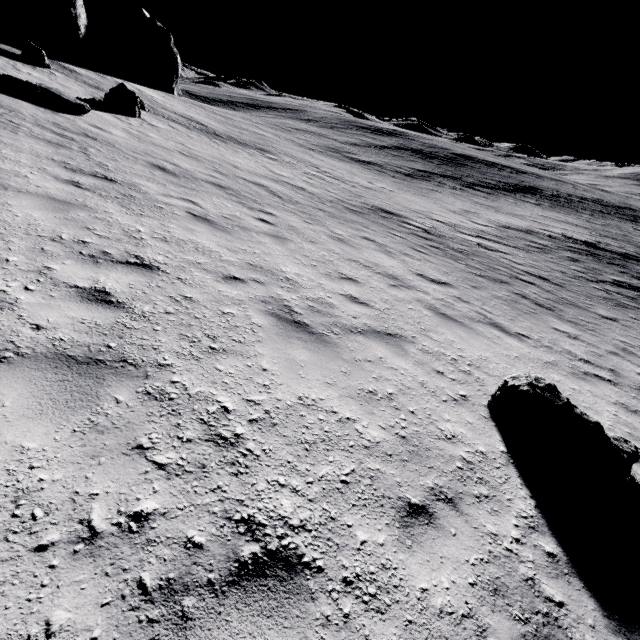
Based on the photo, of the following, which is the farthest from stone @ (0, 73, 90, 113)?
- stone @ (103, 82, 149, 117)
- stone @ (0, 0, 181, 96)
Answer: stone @ (0, 0, 181, 96)

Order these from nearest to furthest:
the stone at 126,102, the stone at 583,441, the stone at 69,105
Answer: the stone at 583,441 < the stone at 69,105 < the stone at 126,102

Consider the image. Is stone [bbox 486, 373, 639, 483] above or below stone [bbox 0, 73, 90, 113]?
below

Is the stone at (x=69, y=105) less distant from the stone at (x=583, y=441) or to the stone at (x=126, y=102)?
the stone at (x=126, y=102)

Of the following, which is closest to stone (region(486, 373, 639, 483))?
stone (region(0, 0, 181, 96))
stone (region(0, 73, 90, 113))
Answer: stone (region(0, 73, 90, 113))

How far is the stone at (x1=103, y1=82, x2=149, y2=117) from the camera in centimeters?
1534cm

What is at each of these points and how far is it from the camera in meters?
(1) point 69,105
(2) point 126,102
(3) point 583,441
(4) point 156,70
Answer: (1) stone, 11.5
(2) stone, 15.8
(3) stone, 4.0
(4) stone, 33.2

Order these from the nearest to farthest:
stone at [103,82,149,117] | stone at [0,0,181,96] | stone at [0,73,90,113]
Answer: stone at [0,73,90,113]
stone at [103,82,149,117]
stone at [0,0,181,96]
